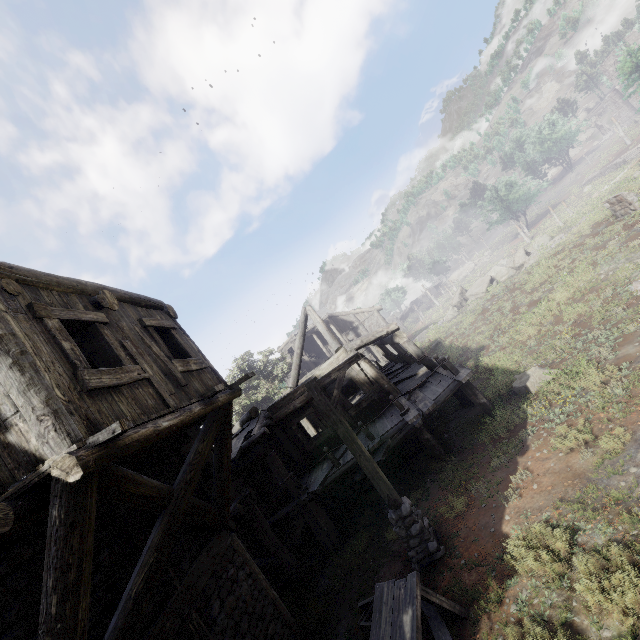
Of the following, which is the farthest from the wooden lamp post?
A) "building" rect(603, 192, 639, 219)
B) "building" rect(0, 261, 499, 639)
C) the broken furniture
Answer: "building" rect(603, 192, 639, 219)

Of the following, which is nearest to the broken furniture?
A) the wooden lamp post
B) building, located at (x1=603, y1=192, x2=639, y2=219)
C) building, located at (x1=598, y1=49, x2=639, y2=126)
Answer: the wooden lamp post

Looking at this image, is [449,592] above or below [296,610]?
above

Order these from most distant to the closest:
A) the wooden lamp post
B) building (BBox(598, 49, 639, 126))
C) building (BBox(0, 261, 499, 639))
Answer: building (BBox(598, 49, 639, 126))
the wooden lamp post
building (BBox(0, 261, 499, 639))

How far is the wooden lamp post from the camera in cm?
713

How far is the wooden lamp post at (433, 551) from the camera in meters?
7.1 m

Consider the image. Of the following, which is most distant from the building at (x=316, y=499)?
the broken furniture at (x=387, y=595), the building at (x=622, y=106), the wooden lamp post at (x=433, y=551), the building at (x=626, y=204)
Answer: the building at (x=622, y=106)

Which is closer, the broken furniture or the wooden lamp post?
the broken furniture
